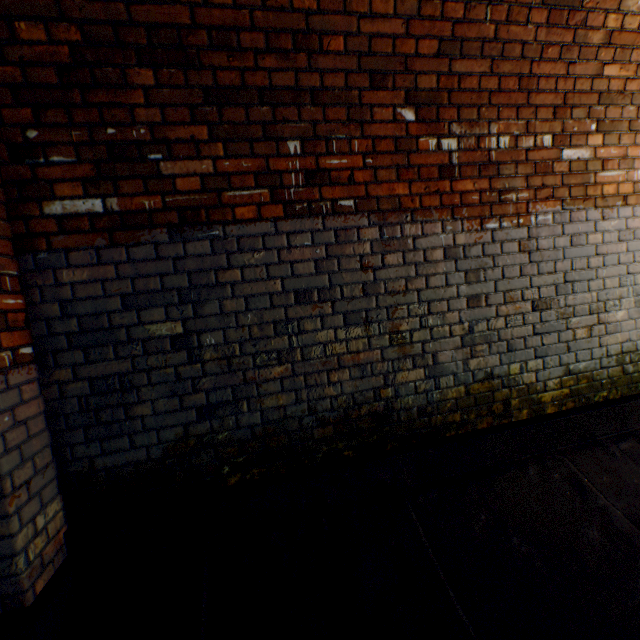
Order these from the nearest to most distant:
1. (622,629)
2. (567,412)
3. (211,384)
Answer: (622,629)
(211,384)
(567,412)
